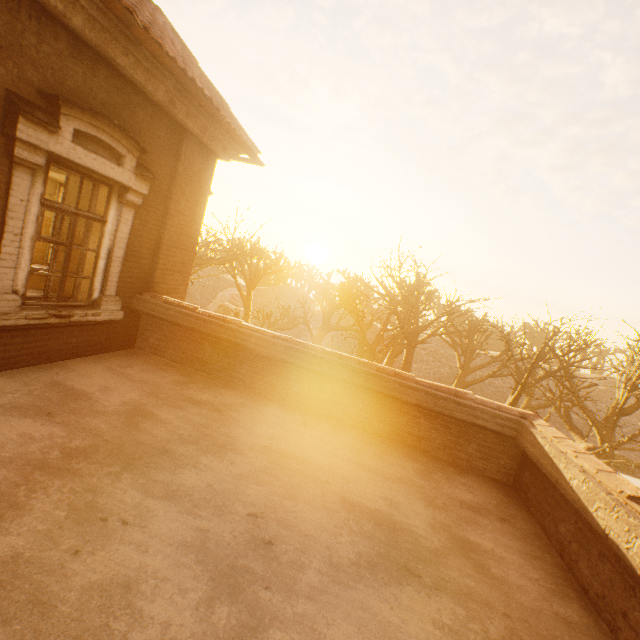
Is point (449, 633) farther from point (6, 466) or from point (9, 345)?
point (9, 345)

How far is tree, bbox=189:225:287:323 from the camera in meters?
13.7

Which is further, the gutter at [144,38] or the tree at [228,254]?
the tree at [228,254]

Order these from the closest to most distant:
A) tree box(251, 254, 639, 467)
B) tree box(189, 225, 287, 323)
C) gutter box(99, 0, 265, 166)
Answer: gutter box(99, 0, 265, 166) < tree box(251, 254, 639, 467) < tree box(189, 225, 287, 323)

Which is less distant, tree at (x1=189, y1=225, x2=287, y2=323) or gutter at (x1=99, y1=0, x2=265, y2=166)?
gutter at (x1=99, y1=0, x2=265, y2=166)

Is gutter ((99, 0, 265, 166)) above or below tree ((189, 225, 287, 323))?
above
